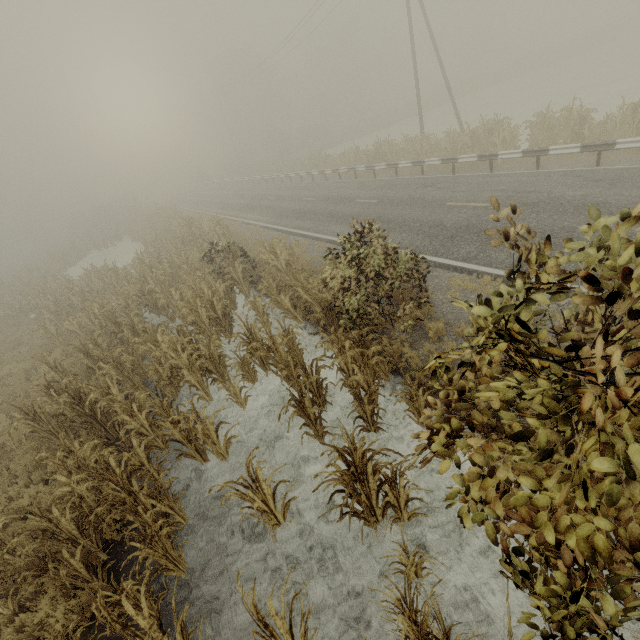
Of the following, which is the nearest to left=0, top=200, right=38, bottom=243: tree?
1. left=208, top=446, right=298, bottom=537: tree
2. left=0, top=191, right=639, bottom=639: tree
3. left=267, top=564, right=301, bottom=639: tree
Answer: left=0, top=191, right=639, bottom=639: tree

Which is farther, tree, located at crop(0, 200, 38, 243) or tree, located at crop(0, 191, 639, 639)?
tree, located at crop(0, 200, 38, 243)

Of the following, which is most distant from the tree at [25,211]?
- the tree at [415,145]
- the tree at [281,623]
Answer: the tree at [281,623]

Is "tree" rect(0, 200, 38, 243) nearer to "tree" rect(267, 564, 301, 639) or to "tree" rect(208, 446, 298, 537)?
"tree" rect(208, 446, 298, 537)

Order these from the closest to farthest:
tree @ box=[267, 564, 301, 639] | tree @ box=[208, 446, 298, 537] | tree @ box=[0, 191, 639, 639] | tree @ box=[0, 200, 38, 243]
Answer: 1. tree @ box=[0, 191, 639, 639]
2. tree @ box=[267, 564, 301, 639]
3. tree @ box=[208, 446, 298, 537]
4. tree @ box=[0, 200, 38, 243]

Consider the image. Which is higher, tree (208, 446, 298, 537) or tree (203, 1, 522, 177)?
tree (203, 1, 522, 177)

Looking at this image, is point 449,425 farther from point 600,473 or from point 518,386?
point 518,386

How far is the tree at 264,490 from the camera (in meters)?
4.31
